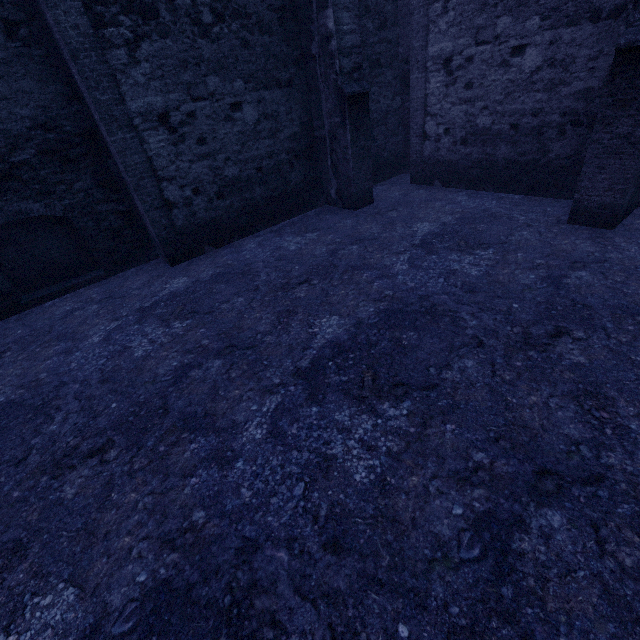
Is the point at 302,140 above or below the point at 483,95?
below
